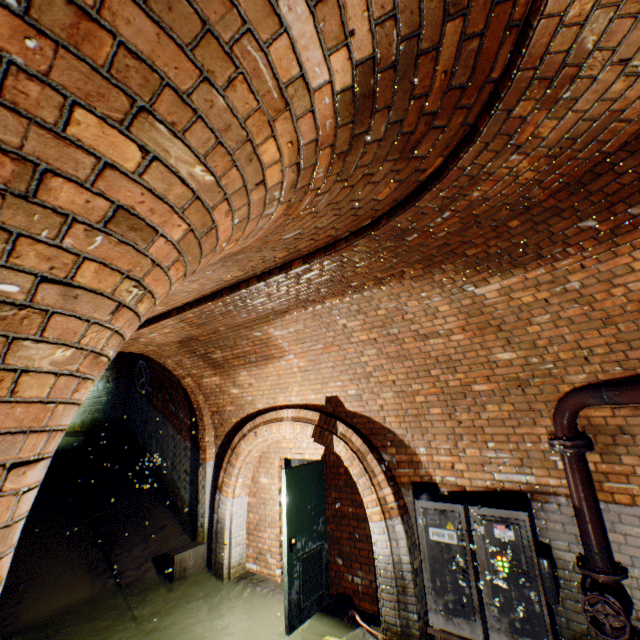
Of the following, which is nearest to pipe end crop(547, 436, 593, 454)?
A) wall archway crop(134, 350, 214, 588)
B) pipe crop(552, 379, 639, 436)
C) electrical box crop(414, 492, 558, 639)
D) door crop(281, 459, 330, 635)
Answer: pipe crop(552, 379, 639, 436)

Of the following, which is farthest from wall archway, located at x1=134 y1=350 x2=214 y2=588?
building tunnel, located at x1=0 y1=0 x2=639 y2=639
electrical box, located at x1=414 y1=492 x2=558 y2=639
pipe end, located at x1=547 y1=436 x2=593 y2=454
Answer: pipe end, located at x1=547 y1=436 x2=593 y2=454

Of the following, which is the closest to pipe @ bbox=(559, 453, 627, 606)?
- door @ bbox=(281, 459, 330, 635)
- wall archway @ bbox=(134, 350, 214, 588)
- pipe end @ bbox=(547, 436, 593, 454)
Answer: pipe end @ bbox=(547, 436, 593, 454)

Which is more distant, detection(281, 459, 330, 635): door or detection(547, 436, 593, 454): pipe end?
detection(281, 459, 330, 635): door

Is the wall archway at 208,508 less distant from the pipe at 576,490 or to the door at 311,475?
the door at 311,475

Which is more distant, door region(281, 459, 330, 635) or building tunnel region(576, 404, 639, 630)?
door region(281, 459, 330, 635)

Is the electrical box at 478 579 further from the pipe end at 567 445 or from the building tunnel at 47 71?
the pipe end at 567 445

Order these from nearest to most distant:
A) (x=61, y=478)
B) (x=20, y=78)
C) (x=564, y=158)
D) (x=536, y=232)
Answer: (x=20, y=78)
(x=564, y=158)
(x=536, y=232)
(x=61, y=478)
